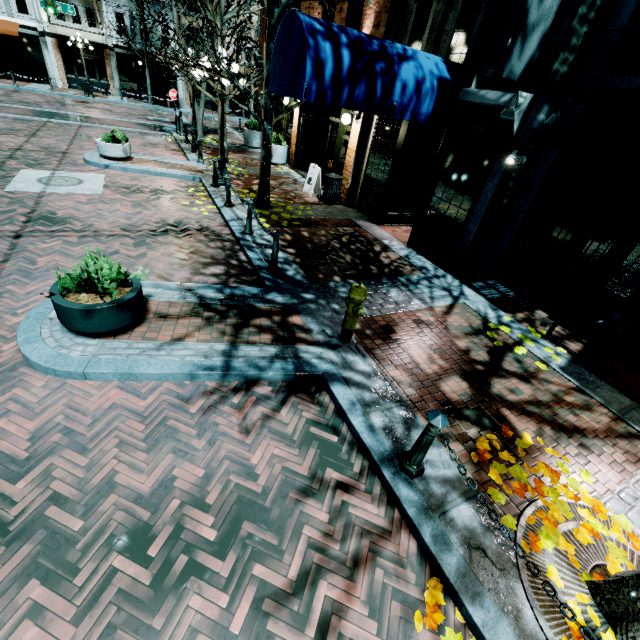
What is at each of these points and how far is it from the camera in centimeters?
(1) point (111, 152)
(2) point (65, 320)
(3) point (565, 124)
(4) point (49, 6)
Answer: (1) planter, 1104cm
(2) planter, 405cm
(3) building, 635cm
(4) light, 1739cm

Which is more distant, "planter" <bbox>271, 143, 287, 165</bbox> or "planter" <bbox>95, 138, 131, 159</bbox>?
"planter" <bbox>271, 143, 287, 165</bbox>

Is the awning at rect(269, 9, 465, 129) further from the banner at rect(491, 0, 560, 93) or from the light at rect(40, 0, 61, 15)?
the light at rect(40, 0, 61, 15)

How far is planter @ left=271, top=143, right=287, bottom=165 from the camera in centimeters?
1466cm

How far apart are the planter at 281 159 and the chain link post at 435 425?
14.72m

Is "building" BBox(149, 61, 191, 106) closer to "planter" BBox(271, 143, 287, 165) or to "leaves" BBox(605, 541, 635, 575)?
"planter" BBox(271, 143, 287, 165)

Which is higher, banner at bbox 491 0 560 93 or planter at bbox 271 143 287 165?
banner at bbox 491 0 560 93

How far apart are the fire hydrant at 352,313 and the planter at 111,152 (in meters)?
11.07
